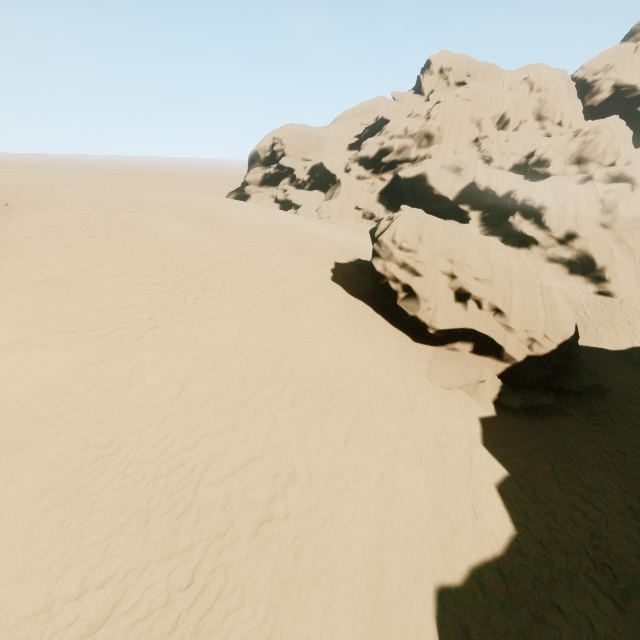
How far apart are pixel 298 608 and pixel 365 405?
4.9m
